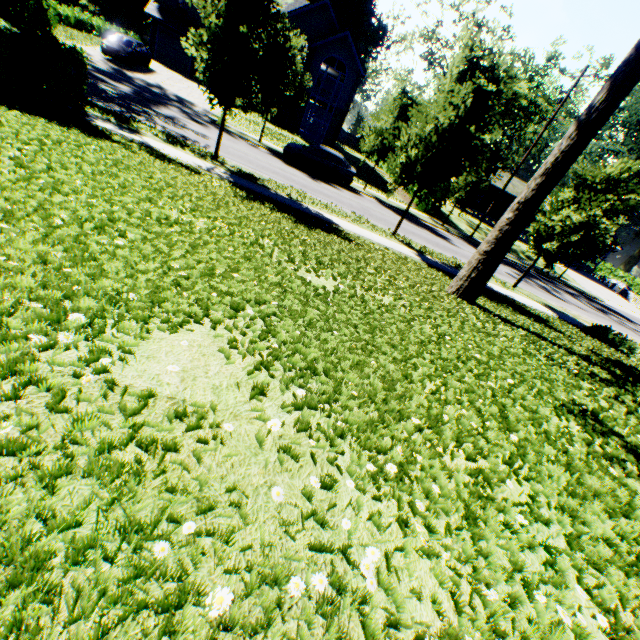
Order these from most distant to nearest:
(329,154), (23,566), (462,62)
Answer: (329,154)
(462,62)
(23,566)

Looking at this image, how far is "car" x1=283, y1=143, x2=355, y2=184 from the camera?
20.3 meters

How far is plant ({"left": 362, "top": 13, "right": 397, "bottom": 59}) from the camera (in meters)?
56.72

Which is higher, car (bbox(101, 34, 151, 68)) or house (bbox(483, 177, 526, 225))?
house (bbox(483, 177, 526, 225))

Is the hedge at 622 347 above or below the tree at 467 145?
below

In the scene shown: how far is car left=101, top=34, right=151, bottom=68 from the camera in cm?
2283

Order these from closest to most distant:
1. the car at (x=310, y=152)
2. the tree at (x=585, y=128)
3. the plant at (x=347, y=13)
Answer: the tree at (x=585, y=128), the car at (x=310, y=152), the plant at (x=347, y=13)

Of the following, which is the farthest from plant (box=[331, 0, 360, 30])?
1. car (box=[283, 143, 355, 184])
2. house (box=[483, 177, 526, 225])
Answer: car (box=[283, 143, 355, 184])
